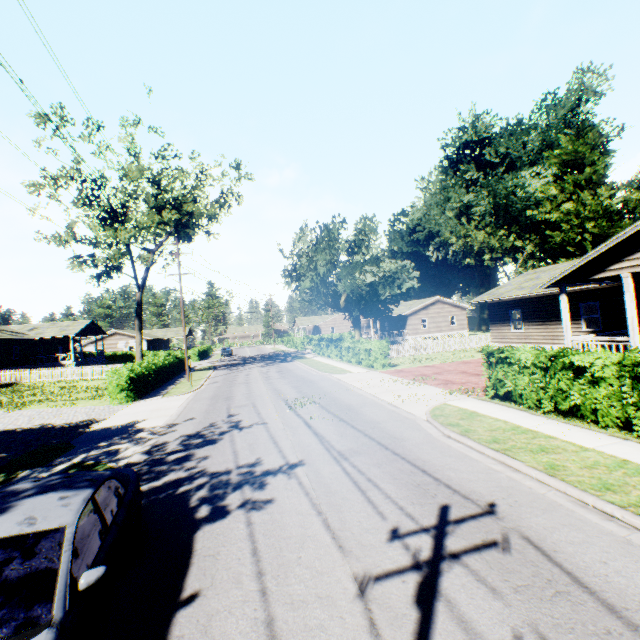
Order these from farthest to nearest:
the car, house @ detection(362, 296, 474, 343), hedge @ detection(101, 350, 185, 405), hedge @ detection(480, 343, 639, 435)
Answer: house @ detection(362, 296, 474, 343), hedge @ detection(101, 350, 185, 405), hedge @ detection(480, 343, 639, 435), the car

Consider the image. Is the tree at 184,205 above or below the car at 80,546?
above

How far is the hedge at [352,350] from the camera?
23.62m

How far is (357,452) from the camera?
8.8m

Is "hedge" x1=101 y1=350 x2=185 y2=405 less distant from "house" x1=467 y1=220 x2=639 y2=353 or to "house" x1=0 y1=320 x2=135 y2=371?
"house" x1=467 y1=220 x2=639 y2=353

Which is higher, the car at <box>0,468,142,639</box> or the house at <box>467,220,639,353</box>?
the house at <box>467,220,639,353</box>

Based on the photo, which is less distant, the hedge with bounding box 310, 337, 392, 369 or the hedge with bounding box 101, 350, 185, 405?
the hedge with bounding box 101, 350, 185, 405

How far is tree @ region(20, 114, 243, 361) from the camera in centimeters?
2372cm
